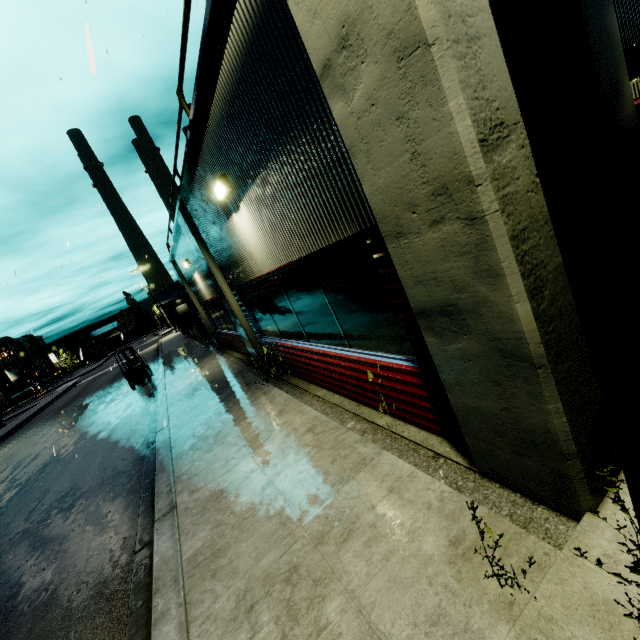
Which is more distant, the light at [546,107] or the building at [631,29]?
the building at [631,29]

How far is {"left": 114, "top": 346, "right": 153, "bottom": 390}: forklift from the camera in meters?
17.2 m

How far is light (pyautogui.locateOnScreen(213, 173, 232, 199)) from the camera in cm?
524

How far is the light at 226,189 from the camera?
5.24m

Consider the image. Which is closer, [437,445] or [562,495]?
[562,495]

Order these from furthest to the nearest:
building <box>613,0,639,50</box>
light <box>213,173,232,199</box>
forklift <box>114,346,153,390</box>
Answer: forklift <box>114,346,153,390</box> → light <box>213,173,232,199</box> → building <box>613,0,639,50</box>

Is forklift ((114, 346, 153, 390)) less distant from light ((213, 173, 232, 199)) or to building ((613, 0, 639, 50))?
building ((613, 0, 639, 50))

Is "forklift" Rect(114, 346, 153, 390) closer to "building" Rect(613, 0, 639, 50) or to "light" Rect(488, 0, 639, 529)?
"building" Rect(613, 0, 639, 50)
